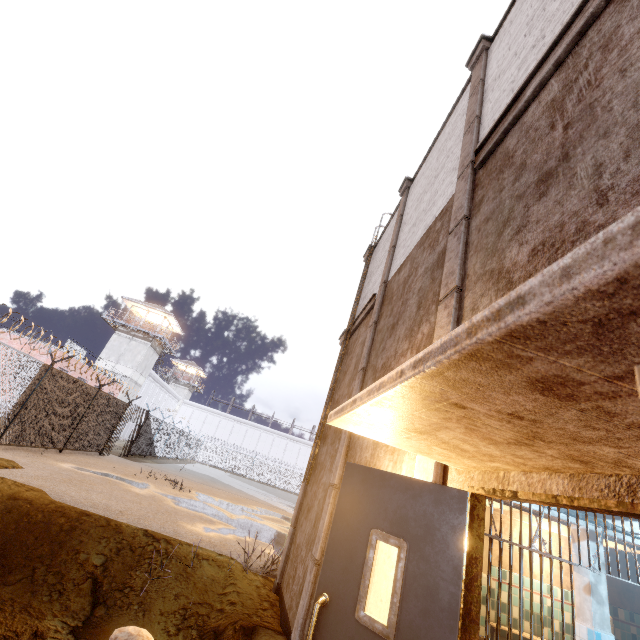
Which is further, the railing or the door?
the door

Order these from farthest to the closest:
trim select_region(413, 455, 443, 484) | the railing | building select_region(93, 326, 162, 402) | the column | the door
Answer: building select_region(93, 326, 162, 402) < the column < trim select_region(413, 455, 443, 484) < the door < the railing

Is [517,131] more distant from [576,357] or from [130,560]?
[130,560]

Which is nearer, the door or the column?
the door

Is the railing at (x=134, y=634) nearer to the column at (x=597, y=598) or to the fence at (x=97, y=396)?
the column at (x=597, y=598)

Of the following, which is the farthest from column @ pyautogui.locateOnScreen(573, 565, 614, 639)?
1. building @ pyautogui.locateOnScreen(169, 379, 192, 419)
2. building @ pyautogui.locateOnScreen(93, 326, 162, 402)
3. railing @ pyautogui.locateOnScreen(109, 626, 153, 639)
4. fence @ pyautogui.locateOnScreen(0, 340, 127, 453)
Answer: building @ pyautogui.locateOnScreen(169, 379, 192, 419)

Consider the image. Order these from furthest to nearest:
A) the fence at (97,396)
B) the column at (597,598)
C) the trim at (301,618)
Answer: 1. the fence at (97,396)
2. the column at (597,598)
3. the trim at (301,618)

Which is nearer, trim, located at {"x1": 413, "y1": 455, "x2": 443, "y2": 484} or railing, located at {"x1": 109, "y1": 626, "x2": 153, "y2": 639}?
railing, located at {"x1": 109, "y1": 626, "x2": 153, "y2": 639}
